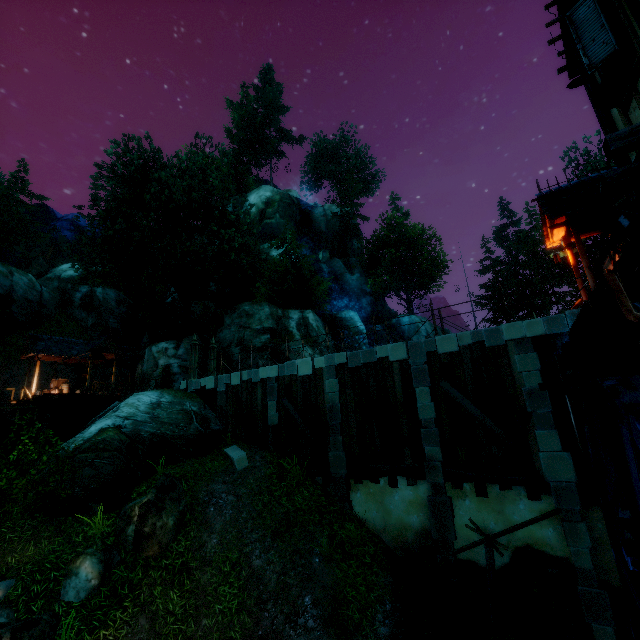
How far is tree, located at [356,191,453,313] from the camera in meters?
38.4

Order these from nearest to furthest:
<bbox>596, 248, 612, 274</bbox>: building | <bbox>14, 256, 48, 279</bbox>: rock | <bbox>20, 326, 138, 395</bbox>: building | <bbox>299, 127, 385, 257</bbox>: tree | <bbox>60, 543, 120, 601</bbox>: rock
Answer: <bbox>60, 543, 120, 601</bbox>: rock
<bbox>596, 248, 612, 274</bbox>: building
<bbox>20, 326, 138, 395</bbox>: building
<bbox>299, 127, 385, 257</bbox>: tree
<bbox>14, 256, 48, 279</bbox>: rock

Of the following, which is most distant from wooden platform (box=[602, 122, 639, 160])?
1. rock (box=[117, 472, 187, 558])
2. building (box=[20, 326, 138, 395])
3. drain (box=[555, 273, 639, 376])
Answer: building (box=[20, 326, 138, 395])

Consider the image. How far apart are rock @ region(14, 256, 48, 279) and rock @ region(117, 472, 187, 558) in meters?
51.5

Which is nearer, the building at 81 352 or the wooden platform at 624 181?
the wooden platform at 624 181

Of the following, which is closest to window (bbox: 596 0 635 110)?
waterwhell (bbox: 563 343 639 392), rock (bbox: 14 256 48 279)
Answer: waterwhell (bbox: 563 343 639 392)

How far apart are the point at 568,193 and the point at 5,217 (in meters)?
46.85

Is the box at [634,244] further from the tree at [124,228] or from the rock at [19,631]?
the tree at [124,228]
